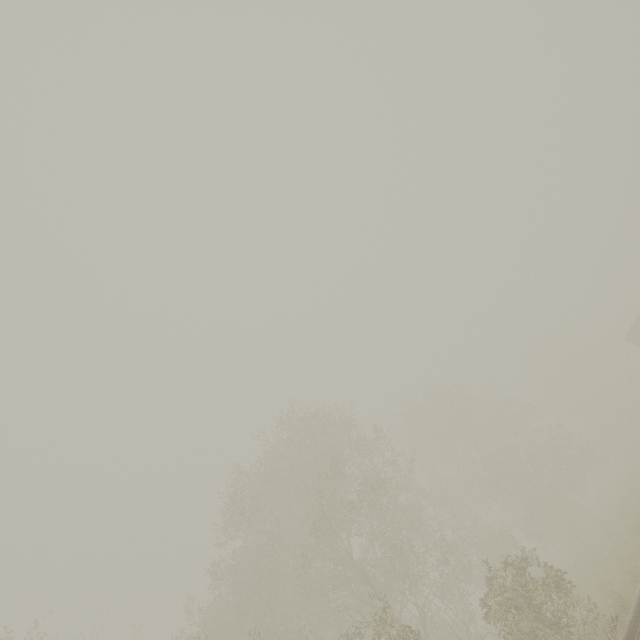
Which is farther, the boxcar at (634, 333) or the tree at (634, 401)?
the boxcar at (634, 333)

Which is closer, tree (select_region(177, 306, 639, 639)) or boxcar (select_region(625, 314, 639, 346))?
tree (select_region(177, 306, 639, 639))

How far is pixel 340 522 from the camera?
17.7m
